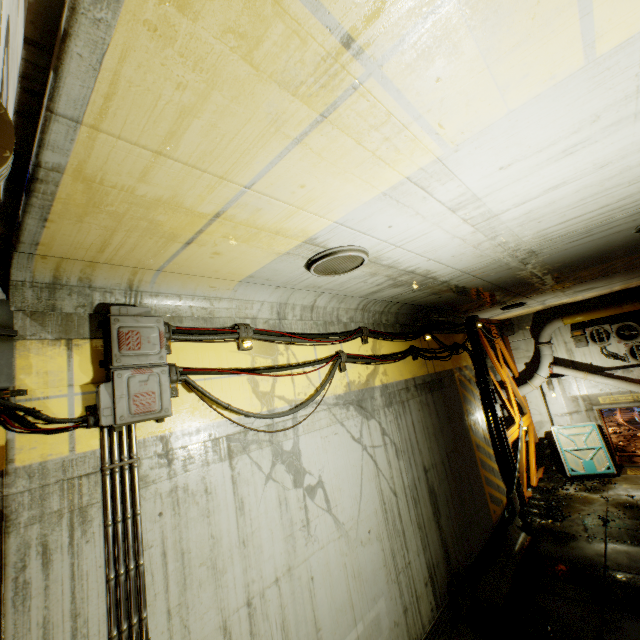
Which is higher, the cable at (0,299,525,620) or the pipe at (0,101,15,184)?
the pipe at (0,101,15,184)

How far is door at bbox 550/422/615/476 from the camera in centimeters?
1291cm

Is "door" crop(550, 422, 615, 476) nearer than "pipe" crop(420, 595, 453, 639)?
No

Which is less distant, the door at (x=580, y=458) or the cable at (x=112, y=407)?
the cable at (x=112, y=407)

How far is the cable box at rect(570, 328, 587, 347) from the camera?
13.7 meters

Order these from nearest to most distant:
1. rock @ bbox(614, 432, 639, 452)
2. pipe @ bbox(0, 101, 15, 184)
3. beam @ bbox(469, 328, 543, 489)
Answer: pipe @ bbox(0, 101, 15, 184), beam @ bbox(469, 328, 543, 489), rock @ bbox(614, 432, 639, 452)

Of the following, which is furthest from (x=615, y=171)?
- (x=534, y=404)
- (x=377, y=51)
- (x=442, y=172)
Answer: (x=534, y=404)

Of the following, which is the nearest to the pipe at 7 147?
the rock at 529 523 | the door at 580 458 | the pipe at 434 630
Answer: the rock at 529 523
